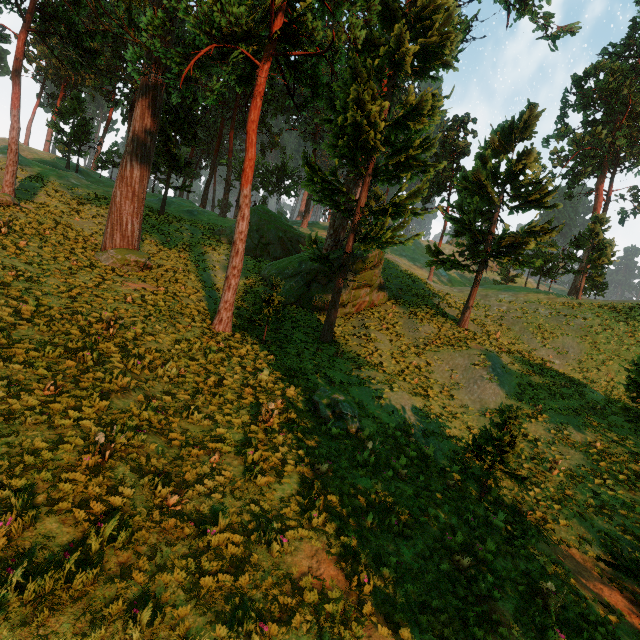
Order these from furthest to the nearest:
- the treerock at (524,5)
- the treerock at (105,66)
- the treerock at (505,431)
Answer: the treerock at (524,5) → the treerock at (105,66) → the treerock at (505,431)

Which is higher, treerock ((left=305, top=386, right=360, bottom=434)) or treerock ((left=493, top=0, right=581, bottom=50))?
treerock ((left=493, top=0, right=581, bottom=50))

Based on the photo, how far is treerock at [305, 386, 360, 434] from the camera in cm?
1138

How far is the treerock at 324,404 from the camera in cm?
1138

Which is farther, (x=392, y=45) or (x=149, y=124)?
(x=149, y=124)

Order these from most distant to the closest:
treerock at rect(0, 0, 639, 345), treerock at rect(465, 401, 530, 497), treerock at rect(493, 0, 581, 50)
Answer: treerock at rect(493, 0, 581, 50)
treerock at rect(0, 0, 639, 345)
treerock at rect(465, 401, 530, 497)
